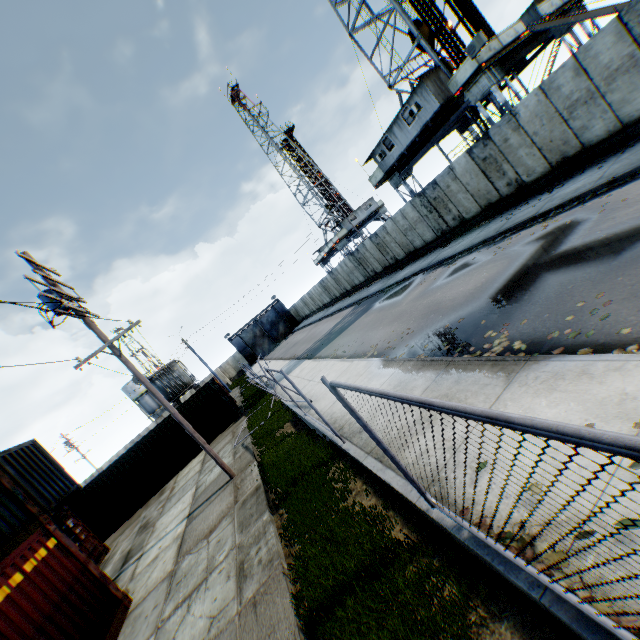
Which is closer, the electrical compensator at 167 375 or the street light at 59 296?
the street light at 59 296

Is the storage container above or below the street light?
below

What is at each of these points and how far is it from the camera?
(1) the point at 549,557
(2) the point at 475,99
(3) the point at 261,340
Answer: (1) leaf decal, 2.7m
(2) landrig, 17.8m
(3) metal gate, 54.9m

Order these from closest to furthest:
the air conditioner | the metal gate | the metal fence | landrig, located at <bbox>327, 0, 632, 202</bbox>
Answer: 1. the metal fence
2. the air conditioner
3. landrig, located at <bbox>327, 0, 632, 202</bbox>
4. the metal gate

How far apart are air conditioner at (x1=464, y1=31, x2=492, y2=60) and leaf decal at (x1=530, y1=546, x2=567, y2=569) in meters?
19.1 m

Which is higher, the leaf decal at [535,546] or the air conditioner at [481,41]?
the air conditioner at [481,41]

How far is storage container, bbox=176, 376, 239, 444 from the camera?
19.8m
